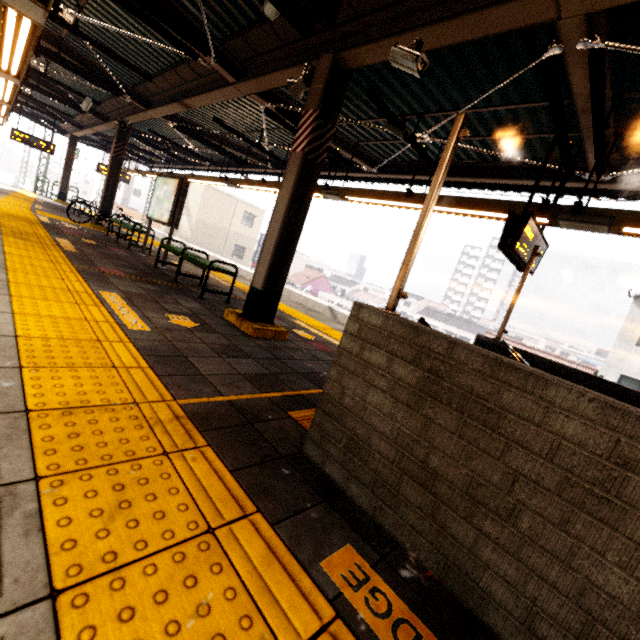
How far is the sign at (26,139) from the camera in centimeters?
1399cm

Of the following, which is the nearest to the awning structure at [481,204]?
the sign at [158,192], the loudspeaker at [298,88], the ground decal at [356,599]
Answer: the loudspeaker at [298,88]

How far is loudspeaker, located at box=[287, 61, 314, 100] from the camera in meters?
4.2

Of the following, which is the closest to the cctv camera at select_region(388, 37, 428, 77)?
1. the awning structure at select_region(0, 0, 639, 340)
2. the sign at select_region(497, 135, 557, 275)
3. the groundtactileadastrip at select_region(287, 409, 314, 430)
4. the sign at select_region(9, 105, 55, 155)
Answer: the awning structure at select_region(0, 0, 639, 340)

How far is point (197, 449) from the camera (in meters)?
1.71

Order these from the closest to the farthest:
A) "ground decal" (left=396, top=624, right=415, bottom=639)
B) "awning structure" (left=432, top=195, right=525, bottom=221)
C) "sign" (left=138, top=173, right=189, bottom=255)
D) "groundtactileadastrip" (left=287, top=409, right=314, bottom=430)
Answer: "ground decal" (left=396, top=624, right=415, bottom=639) → "groundtactileadastrip" (left=287, top=409, right=314, bottom=430) → "awning structure" (left=432, top=195, right=525, bottom=221) → "sign" (left=138, top=173, right=189, bottom=255)

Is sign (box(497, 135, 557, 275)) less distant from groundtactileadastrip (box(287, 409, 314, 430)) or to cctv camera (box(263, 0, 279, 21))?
groundtactileadastrip (box(287, 409, 314, 430))

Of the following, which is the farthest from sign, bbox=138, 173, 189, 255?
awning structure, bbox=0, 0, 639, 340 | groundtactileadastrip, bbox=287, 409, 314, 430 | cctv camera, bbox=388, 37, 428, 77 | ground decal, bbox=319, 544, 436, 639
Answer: ground decal, bbox=319, 544, 436, 639
